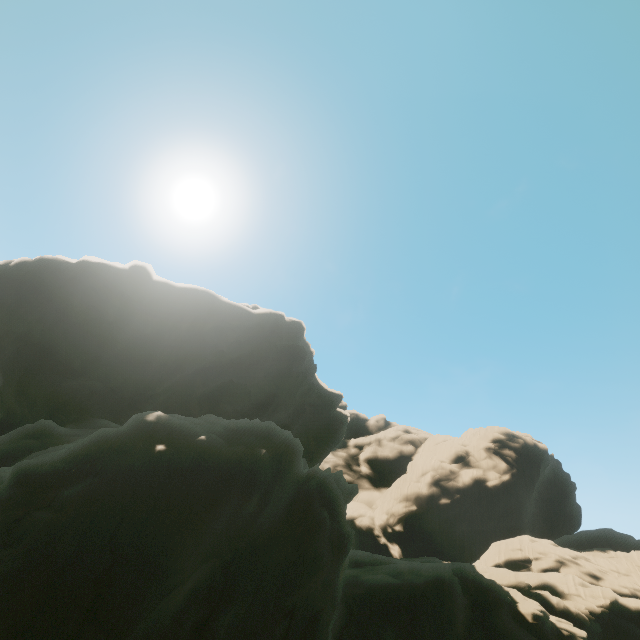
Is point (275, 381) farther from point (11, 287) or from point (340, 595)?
point (11, 287)
